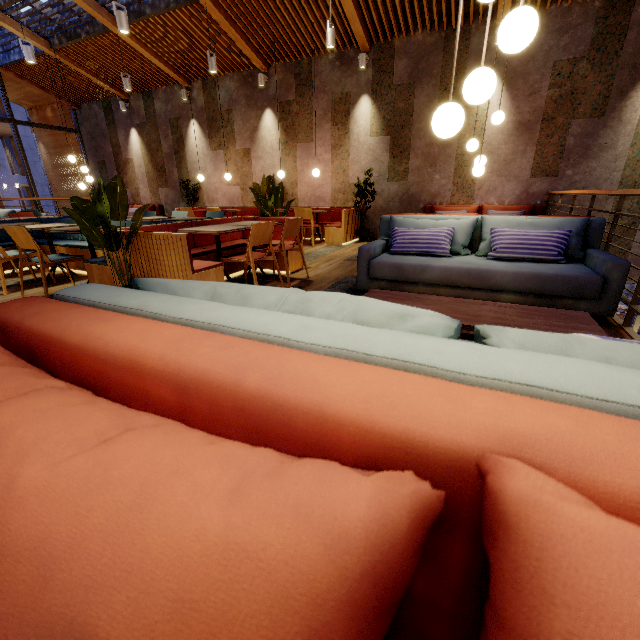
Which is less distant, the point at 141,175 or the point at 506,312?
the point at 506,312

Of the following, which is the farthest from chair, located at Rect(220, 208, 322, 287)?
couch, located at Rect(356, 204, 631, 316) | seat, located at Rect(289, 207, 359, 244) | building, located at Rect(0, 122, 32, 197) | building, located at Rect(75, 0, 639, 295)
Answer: building, located at Rect(0, 122, 32, 197)

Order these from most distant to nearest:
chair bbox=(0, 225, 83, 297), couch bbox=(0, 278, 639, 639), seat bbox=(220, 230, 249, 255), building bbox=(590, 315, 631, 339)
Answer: seat bbox=(220, 230, 249, 255), chair bbox=(0, 225, 83, 297), building bbox=(590, 315, 631, 339), couch bbox=(0, 278, 639, 639)

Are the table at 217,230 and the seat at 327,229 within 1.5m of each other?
no

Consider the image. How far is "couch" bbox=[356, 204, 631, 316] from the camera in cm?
280

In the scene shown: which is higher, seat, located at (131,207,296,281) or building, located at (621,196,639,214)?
building, located at (621,196,639,214)

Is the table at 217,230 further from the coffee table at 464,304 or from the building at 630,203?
the coffee table at 464,304

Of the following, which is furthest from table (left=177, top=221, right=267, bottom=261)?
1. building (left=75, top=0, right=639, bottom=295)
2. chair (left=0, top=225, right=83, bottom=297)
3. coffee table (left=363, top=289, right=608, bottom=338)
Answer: coffee table (left=363, top=289, right=608, bottom=338)
